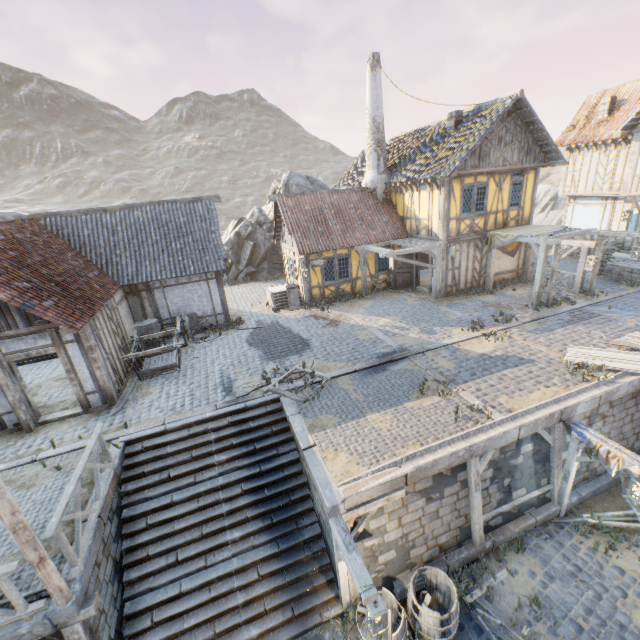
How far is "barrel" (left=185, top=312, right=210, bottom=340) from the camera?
14.4m

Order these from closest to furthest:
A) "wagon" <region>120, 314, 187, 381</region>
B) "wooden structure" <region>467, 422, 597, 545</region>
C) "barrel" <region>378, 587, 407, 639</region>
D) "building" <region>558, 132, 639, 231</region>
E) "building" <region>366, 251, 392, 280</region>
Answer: "barrel" <region>378, 587, 407, 639</region>
"wooden structure" <region>467, 422, 597, 545</region>
"wagon" <region>120, 314, 187, 381</region>
"building" <region>558, 132, 639, 231</region>
"building" <region>366, 251, 392, 280</region>

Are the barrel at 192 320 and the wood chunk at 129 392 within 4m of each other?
yes

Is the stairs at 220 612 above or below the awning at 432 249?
below

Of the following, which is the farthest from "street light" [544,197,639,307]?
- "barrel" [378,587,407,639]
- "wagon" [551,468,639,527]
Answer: "barrel" [378,587,407,639]

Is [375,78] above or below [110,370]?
above

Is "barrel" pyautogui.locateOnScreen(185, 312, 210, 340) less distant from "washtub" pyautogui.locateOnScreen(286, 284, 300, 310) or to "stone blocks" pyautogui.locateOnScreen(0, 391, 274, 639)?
"washtub" pyautogui.locateOnScreen(286, 284, 300, 310)

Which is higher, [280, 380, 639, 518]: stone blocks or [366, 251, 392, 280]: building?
[366, 251, 392, 280]: building
